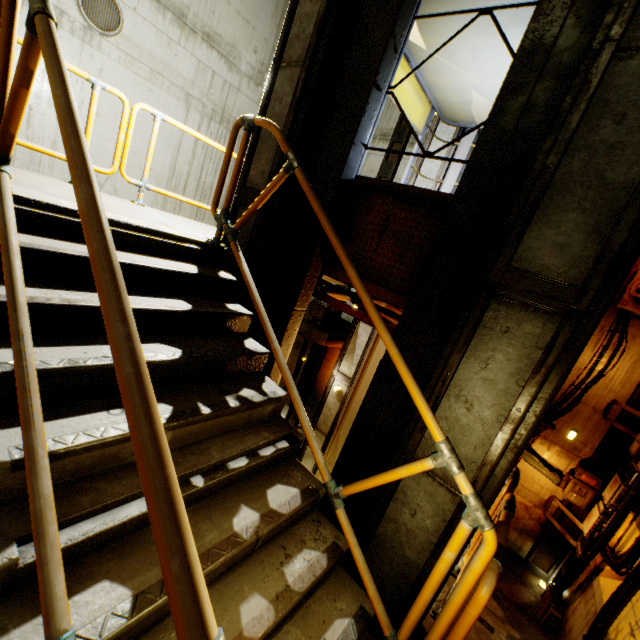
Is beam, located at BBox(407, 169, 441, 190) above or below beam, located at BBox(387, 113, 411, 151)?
below

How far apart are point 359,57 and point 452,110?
3.02m

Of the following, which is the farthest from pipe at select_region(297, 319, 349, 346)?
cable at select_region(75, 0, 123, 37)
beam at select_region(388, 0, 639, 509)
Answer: cable at select_region(75, 0, 123, 37)

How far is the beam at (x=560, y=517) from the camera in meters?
6.9 m

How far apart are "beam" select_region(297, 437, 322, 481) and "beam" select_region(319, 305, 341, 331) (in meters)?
2.72

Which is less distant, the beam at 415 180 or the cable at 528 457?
the beam at 415 180

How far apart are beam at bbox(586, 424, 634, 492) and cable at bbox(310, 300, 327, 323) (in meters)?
7.71

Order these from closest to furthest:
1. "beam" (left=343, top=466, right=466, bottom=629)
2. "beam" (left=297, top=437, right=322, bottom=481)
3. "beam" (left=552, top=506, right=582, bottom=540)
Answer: "beam" (left=343, top=466, right=466, bottom=629), "beam" (left=552, top=506, right=582, bottom=540), "beam" (left=297, top=437, right=322, bottom=481)
